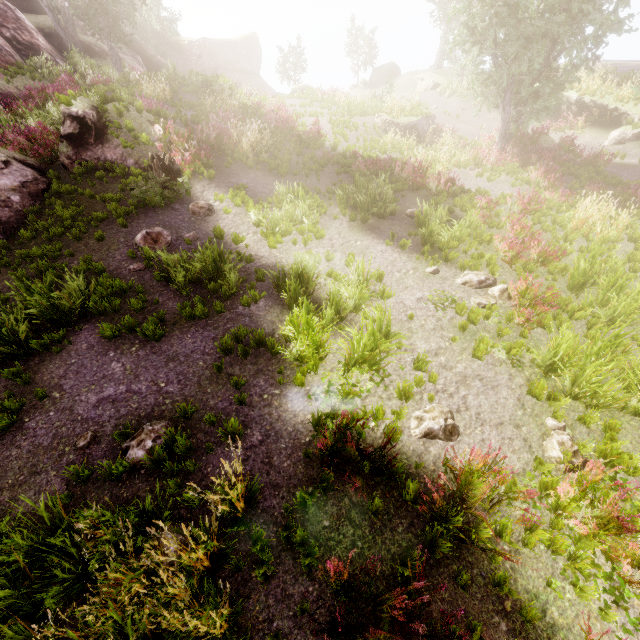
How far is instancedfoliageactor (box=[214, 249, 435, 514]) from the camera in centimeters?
464cm

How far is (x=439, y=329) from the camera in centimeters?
725cm

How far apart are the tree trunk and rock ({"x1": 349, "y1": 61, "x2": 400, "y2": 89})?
32.3m

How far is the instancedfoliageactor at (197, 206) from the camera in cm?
1024

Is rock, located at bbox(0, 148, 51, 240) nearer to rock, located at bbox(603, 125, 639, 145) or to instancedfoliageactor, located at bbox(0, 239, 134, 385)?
instancedfoliageactor, located at bbox(0, 239, 134, 385)

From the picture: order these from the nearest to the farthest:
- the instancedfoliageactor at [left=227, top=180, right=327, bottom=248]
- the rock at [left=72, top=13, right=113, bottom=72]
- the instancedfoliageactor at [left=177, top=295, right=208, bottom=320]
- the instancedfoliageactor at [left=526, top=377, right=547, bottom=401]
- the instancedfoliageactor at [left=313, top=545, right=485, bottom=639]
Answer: the instancedfoliageactor at [left=313, top=545, right=485, bottom=639], the instancedfoliageactor at [left=526, top=377, right=547, bottom=401], the instancedfoliageactor at [left=177, top=295, right=208, bottom=320], the instancedfoliageactor at [left=227, top=180, right=327, bottom=248], the rock at [left=72, top=13, right=113, bottom=72]

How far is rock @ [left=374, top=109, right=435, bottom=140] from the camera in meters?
19.2
